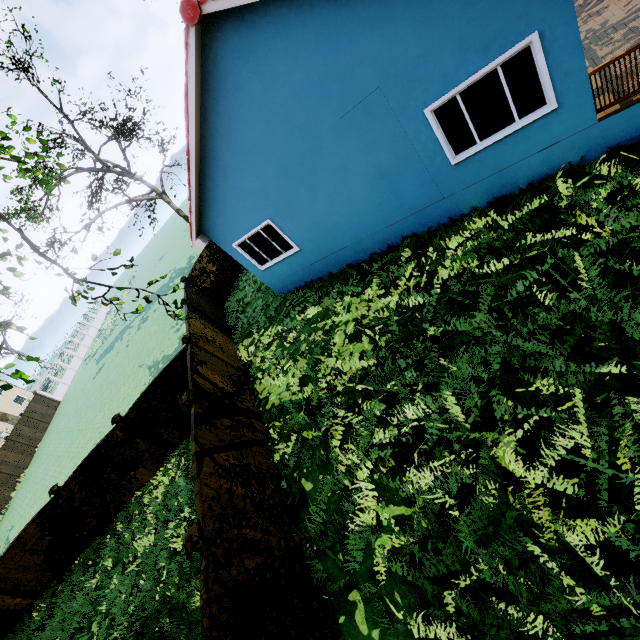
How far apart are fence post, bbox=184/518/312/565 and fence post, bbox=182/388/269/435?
3.0 meters

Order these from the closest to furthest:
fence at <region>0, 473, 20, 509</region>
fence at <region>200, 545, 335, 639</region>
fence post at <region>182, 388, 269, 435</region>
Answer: fence at <region>200, 545, 335, 639</region> < fence post at <region>182, 388, 269, 435</region> < fence at <region>0, 473, 20, 509</region>

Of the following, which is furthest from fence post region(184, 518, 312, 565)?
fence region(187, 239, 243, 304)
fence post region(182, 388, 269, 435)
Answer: fence post region(182, 388, 269, 435)

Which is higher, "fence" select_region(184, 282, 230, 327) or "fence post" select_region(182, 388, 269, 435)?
"fence post" select_region(182, 388, 269, 435)

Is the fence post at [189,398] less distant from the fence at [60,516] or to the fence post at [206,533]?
the fence at [60,516]

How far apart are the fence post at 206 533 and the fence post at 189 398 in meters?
3.0

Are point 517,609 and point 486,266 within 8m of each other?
yes
